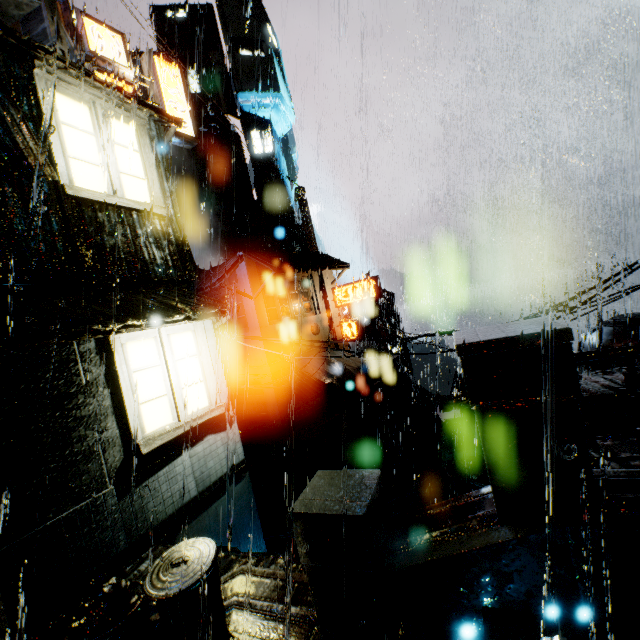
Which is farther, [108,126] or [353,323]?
[353,323]

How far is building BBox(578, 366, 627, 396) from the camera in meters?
6.8 m

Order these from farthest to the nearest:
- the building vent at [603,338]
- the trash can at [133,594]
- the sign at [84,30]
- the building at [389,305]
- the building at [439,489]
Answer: the building at [389,305] → the building at [439,489] → the building vent at [603,338] → the sign at [84,30] → the trash can at [133,594]

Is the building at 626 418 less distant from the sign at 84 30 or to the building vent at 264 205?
the sign at 84 30

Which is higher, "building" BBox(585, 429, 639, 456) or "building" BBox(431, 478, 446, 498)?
"building" BBox(585, 429, 639, 456)

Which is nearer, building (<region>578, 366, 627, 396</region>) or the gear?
building (<region>578, 366, 627, 396</region>)

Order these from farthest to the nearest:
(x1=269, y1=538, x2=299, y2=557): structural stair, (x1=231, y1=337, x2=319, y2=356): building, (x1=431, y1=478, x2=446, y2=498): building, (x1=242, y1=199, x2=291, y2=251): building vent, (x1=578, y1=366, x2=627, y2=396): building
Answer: (x1=242, y1=199, x2=291, y2=251): building vent → (x1=431, y1=478, x2=446, y2=498): building → (x1=231, y1=337, x2=319, y2=356): building → (x1=269, y1=538, x2=299, y2=557): structural stair → (x1=578, y1=366, x2=627, y2=396): building

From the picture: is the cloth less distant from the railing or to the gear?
the gear
